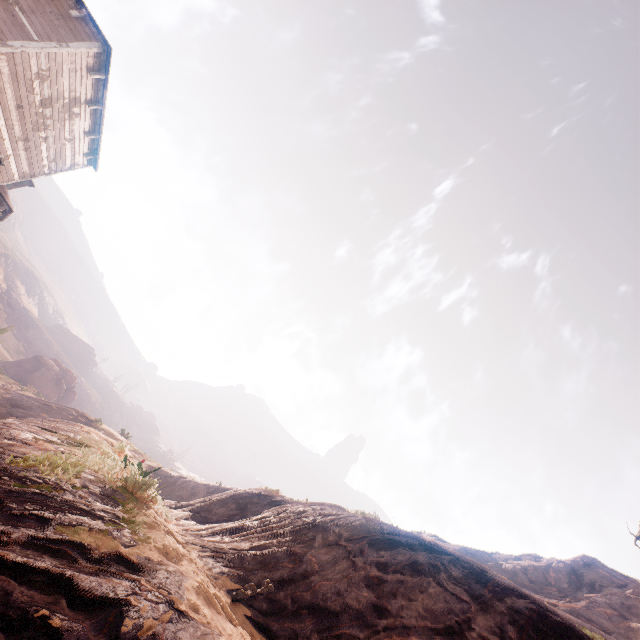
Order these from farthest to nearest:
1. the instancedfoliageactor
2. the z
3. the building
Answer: the instancedfoliageactor, the building, the z

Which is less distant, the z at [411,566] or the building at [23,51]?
the z at [411,566]

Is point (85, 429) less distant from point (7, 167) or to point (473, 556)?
point (7, 167)

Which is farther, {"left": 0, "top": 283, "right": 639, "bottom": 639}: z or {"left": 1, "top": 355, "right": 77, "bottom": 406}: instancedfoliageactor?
{"left": 1, "top": 355, "right": 77, "bottom": 406}: instancedfoliageactor

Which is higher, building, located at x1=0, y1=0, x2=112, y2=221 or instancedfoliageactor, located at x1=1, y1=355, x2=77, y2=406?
building, located at x1=0, y1=0, x2=112, y2=221

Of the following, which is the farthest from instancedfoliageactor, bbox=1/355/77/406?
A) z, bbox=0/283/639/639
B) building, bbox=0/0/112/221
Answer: building, bbox=0/0/112/221

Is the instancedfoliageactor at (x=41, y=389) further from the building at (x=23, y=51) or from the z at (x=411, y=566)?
the building at (x=23, y=51)

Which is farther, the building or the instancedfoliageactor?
the instancedfoliageactor
